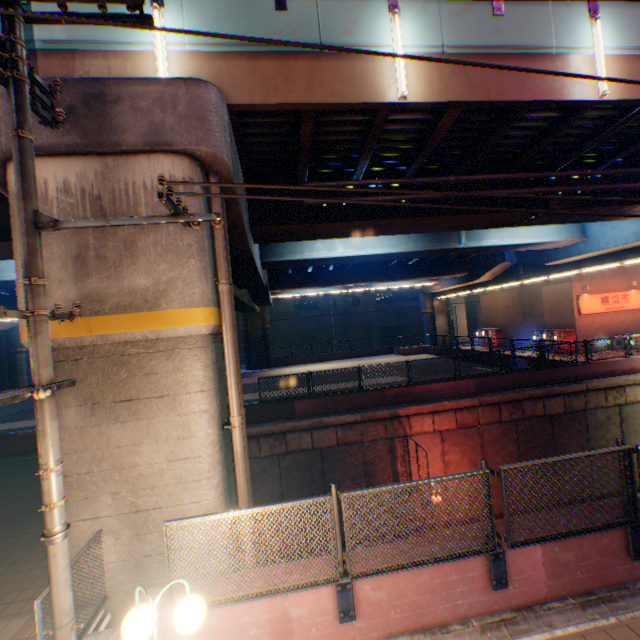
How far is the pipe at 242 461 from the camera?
6.29m

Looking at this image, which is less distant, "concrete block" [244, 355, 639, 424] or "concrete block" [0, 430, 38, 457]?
"concrete block" [0, 430, 38, 457]

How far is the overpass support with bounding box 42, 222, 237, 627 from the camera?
5.53m

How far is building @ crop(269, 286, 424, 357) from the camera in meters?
47.6

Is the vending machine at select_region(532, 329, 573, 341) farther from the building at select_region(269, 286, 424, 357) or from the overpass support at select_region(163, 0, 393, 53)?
the building at select_region(269, 286, 424, 357)

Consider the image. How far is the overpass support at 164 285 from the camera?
5.53m

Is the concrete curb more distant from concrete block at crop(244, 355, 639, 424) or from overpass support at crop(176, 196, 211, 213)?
concrete block at crop(244, 355, 639, 424)

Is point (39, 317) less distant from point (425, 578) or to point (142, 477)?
point (142, 477)
